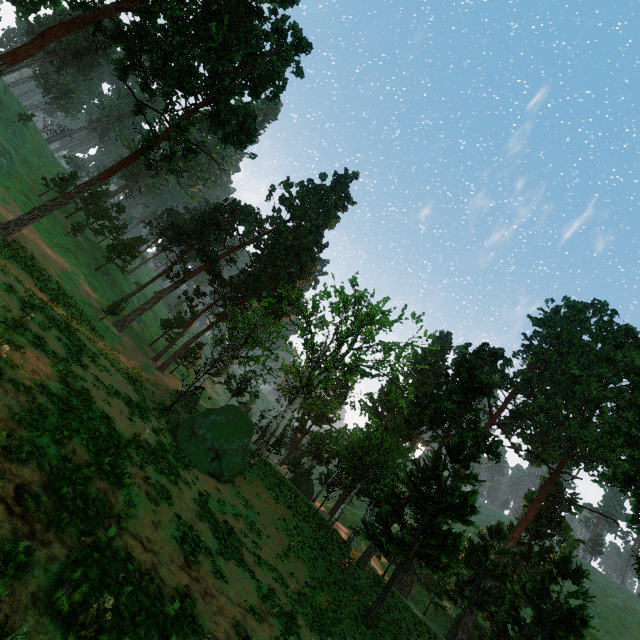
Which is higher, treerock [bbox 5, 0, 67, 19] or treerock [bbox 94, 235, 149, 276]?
treerock [bbox 5, 0, 67, 19]

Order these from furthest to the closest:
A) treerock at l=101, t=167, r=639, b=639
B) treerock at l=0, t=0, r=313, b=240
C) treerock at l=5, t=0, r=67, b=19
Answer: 1. treerock at l=0, t=0, r=313, b=240
2. treerock at l=101, t=167, r=639, b=639
3. treerock at l=5, t=0, r=67, b=19

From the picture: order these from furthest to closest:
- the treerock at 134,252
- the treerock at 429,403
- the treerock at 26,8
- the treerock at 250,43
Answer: the treerock at 134,252, the treerock at 250,43, the treerock at 429,403, the treerock at 26,8

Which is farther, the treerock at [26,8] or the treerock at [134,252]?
the treerock at [134,252]

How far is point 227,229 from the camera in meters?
47.5

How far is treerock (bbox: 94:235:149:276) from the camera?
48.1 meters

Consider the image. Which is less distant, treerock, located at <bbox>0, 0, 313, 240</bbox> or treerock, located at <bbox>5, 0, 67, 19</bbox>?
treerock, located at <bbox>5, 0, 67, 19</bbox>
